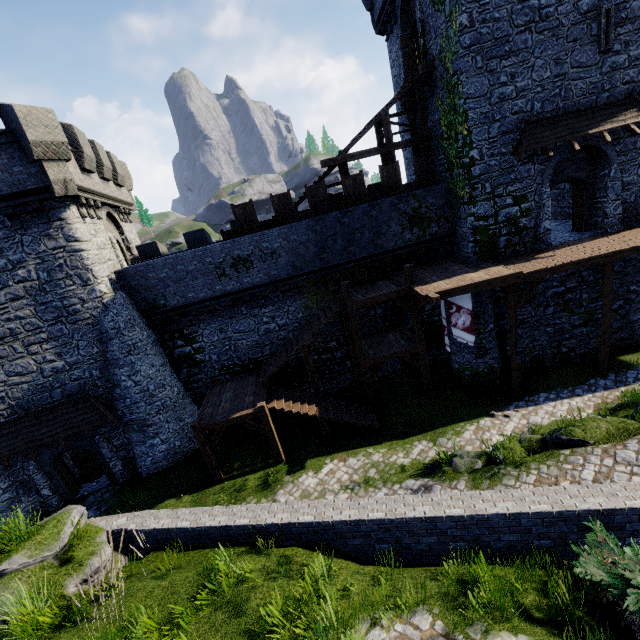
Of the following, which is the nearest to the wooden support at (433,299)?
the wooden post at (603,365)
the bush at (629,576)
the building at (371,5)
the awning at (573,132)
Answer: the building at (371,5)

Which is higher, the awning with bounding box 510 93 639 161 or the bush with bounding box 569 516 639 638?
the awning with bounding box 510 93 639 161

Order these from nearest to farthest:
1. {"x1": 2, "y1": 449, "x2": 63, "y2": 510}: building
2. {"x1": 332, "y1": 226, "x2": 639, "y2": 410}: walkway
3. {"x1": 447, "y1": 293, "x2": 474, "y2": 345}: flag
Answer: {"x1": 332, "y1": 226, "x2": 639, "y2": 410}: walkway < {"x1": 447, "y1": 293, "x2": 474, "y2": 345}: flag < {"x1": 2, "y1": 449, "x2": 63, "y2": 510}: building

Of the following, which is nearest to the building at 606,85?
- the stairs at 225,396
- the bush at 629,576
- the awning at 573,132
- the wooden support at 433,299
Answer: the awning at 573,132

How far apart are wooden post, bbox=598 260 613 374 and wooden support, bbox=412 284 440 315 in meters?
7.2 m

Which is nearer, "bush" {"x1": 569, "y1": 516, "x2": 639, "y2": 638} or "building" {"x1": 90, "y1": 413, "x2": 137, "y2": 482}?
"bush" {"x1": 569, "y1": 516, "x2": 639, "y2": 638}

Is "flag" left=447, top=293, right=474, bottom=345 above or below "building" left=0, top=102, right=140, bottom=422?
below

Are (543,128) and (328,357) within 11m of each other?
no
